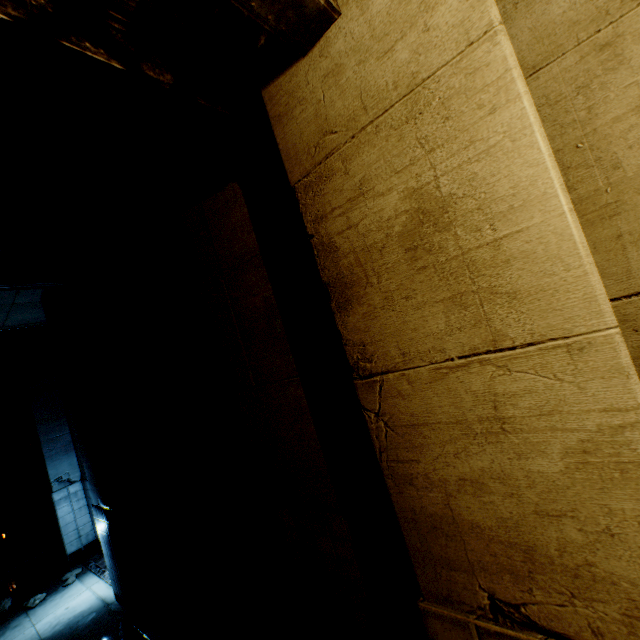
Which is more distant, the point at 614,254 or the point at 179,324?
the point at 179,324

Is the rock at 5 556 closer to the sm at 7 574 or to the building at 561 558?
the sm at 7 574

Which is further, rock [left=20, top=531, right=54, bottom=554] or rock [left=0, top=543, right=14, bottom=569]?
rock [left=20, top=531, right=54, bottom=554]

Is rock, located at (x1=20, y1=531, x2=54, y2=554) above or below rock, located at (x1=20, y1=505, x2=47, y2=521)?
below

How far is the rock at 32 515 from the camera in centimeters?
1166cm

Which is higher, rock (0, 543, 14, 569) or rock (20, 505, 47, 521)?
rock (20, 505, 47, 521)

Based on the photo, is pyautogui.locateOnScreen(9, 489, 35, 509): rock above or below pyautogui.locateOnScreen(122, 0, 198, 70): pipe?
below

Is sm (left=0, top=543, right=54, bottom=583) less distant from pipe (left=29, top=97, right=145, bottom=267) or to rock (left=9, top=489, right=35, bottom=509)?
rock (left=9, top=489, right=35, bottom=509)
